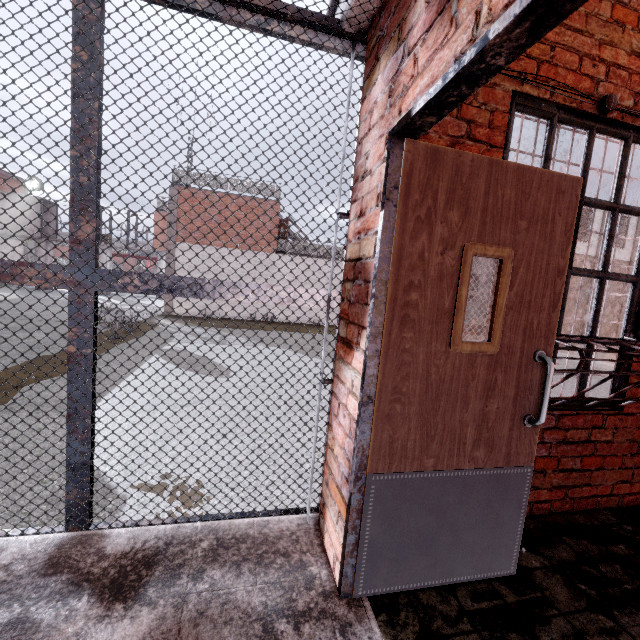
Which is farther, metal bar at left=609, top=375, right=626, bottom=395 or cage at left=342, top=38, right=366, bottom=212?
metal bar at left=609, top=375, right=626, bottom=395

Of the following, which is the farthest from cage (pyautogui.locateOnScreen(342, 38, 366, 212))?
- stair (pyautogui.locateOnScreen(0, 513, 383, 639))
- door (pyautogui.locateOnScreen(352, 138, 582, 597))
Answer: door (pyautogui.locateOnScreen(352, 138, 582, 597))

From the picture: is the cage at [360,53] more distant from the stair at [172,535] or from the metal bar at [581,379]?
the metal bar at [581,379]

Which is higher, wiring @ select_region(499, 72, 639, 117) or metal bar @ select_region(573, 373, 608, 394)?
wiring @ select_region(499, 72, 639, 117)

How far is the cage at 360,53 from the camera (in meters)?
1.87

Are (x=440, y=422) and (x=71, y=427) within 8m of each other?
yes

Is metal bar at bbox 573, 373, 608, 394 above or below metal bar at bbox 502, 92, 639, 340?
below
